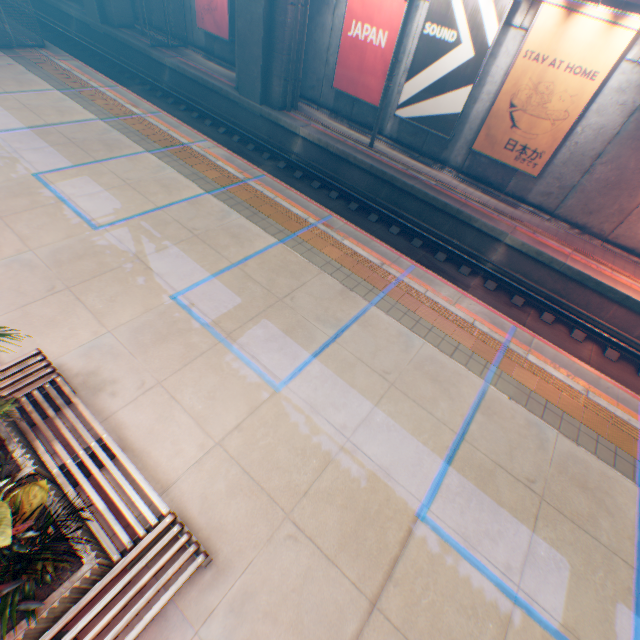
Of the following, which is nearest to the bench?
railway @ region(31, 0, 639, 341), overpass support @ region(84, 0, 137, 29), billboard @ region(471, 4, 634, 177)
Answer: railway @ region(31, 0, 639, 341)

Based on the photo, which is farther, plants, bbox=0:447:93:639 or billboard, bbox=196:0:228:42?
billboard, bbox=196:0:228:42

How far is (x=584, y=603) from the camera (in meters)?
Result: 4.48

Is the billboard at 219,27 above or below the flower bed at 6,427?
above

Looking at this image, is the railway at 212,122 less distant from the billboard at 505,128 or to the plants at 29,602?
the billboard at 505,128

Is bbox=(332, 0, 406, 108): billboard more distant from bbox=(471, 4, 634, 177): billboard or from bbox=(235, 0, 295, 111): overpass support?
bbox=(471, 4, 634, 177): billboard

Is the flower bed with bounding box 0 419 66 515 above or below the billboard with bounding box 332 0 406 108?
below

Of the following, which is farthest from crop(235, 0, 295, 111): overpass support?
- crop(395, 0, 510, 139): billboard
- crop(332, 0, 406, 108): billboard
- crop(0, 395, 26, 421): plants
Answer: crop(0, 395, 26, 421): plants
